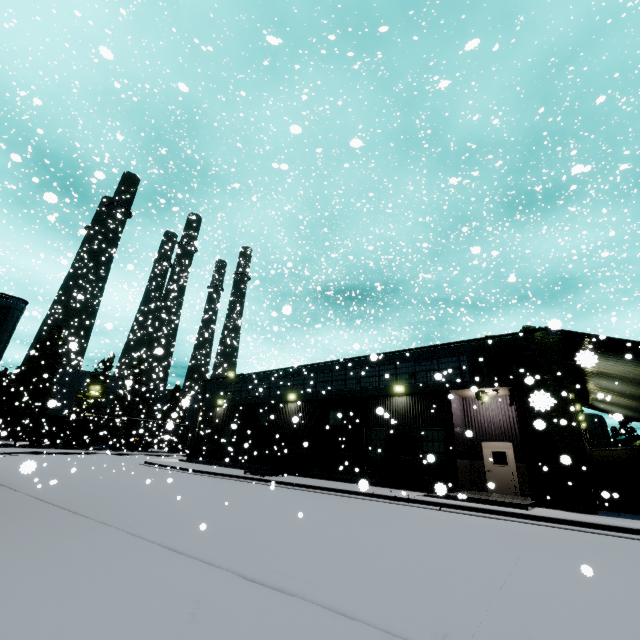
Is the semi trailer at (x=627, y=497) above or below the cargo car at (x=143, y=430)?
below

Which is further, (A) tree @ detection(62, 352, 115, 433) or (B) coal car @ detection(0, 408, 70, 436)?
(A) tree @ detection(62, 352, 115, 433)

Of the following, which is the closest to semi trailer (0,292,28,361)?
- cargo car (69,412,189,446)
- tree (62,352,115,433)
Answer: cargo car (69,412,189,446)

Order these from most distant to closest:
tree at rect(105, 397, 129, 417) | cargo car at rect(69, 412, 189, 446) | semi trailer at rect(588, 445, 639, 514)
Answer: tree at rect(105, 397, 129, 417)
cargo car at rect(69, 412, 189, 446)
semi trailer at rect(588, 445, 639, 514)

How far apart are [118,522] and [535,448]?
16.07m

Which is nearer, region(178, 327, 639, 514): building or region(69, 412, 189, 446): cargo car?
region(178, 327, 639, 514): building

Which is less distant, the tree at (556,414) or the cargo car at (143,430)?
the tree at (556,414)

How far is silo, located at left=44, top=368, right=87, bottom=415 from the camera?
56.6 meters
